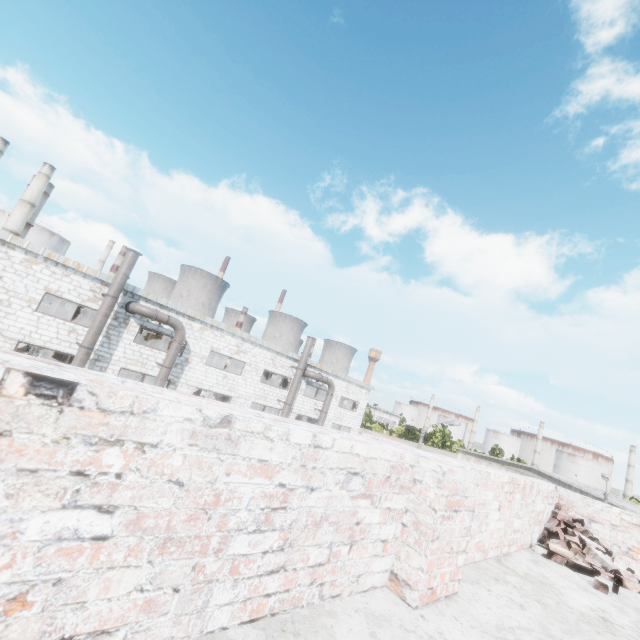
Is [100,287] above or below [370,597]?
above

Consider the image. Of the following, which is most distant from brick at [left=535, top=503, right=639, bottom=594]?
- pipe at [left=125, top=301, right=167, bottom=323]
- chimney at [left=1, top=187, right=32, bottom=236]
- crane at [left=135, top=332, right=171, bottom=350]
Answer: chimney at [left=1, top=187, right=32, bottom=236]

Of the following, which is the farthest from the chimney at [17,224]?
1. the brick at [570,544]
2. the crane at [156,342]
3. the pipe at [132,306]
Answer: the brick at [570,544]

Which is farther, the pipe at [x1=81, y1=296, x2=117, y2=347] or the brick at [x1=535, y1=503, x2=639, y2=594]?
the pipe at [x1=81, y1=296, x2=117, y2=347]

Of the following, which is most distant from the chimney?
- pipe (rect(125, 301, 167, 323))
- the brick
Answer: the brick

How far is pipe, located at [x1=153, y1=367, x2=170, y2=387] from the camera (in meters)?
18.12

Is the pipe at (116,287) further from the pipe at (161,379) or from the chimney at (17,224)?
the chimney at (17,224)

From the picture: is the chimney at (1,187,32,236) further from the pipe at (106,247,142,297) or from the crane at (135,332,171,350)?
the pipe at (106,247,142,297)
